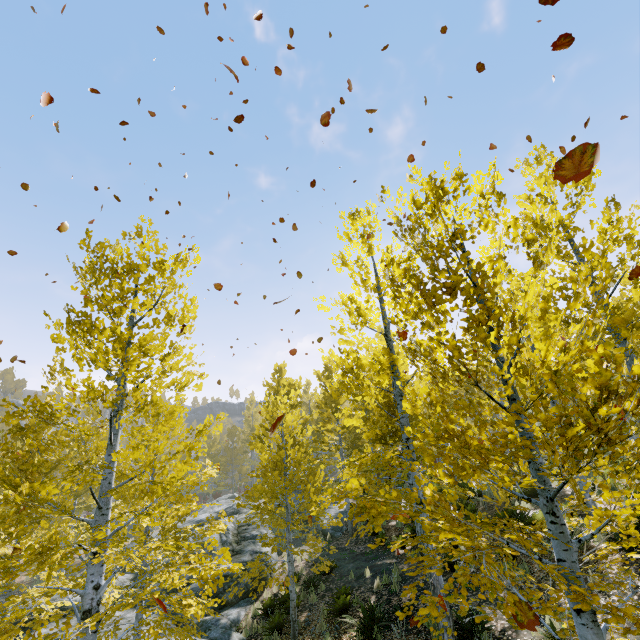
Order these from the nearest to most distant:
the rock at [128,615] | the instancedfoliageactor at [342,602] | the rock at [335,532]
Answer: the instancedfoliageactor at [342,602]
the rock at [128,615]
the rock at [335,532]

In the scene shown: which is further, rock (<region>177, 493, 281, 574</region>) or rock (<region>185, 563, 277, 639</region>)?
rock (<region>177, 493, 281, 574</region>)

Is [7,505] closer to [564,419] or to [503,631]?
[564,419]

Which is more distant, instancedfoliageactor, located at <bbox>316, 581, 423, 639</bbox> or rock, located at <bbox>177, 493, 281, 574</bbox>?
rock, located at <bbox>177, 493, 281, 574</bbox>

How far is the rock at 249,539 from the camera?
14.8m

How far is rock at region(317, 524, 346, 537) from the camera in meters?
19.1 m
